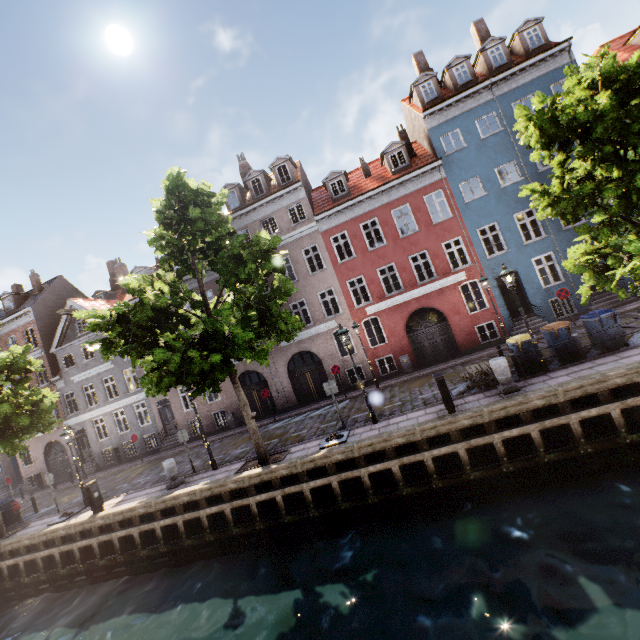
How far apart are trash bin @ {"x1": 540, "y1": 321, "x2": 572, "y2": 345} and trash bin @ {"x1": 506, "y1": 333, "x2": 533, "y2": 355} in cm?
46

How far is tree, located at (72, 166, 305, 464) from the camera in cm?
942

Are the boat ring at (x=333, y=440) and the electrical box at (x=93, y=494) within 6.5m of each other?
no

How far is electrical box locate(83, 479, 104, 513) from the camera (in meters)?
13.05

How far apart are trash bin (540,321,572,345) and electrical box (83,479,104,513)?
18.6m

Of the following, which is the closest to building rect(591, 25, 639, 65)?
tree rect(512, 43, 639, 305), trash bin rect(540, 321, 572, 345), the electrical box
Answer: tree rect(512, 43, 639, 305)

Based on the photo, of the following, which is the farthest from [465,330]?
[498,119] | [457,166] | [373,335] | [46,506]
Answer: [46,506]

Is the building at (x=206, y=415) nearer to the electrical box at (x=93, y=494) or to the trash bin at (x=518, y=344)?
the trash bin at (x=518, y=344)
